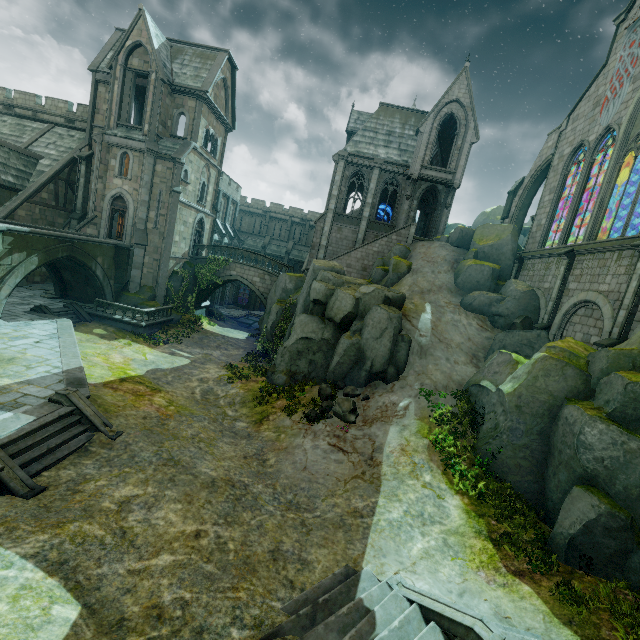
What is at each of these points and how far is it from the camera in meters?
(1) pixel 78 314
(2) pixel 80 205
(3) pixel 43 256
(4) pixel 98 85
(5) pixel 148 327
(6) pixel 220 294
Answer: (1) stair, 21.8
(2) stone column, 27.2
(3) bridge, 18.0
(4) building, 26.3
(5) wall trim, 23.0
(6) building, 43.3

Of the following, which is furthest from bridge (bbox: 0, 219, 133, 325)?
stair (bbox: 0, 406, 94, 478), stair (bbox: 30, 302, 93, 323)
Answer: stair (bbox: 0, 406, 94, 478)

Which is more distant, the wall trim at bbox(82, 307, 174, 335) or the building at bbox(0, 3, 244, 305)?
the building at bbox(0, 3, 244, 305)

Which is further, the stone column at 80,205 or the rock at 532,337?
the stone column at 80,205

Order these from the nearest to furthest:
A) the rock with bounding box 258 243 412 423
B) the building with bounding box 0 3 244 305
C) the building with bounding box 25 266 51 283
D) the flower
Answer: the flower, the rock with bounding box 258 243 412 423, the building with bounding box 0 3 244 305, the building with bounding box 25 266 51 283

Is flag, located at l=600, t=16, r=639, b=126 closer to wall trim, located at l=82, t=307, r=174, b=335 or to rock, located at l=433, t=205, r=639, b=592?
rock, located at l=433, t=205, r=639, b=592

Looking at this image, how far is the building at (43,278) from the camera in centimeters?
2584cm

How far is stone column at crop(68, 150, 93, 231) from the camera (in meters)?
26.70
